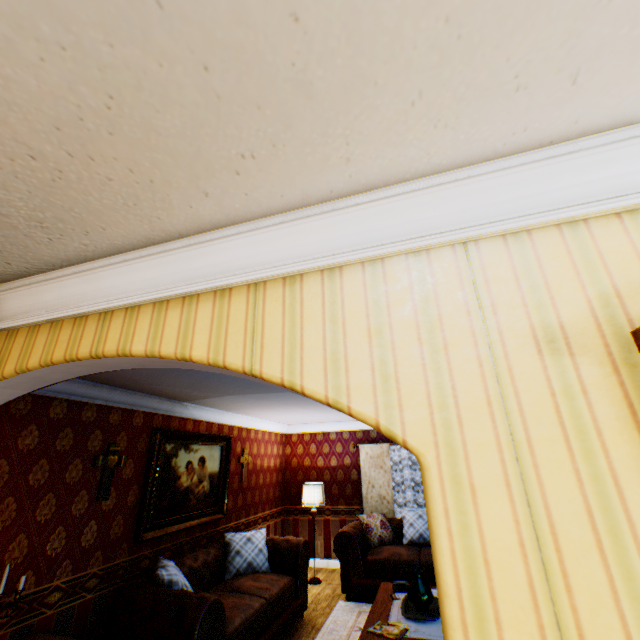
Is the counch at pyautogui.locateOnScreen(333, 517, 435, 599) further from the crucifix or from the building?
the crucifix

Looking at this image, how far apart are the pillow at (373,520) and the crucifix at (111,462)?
4.8m

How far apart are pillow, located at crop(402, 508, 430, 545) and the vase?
2.94m

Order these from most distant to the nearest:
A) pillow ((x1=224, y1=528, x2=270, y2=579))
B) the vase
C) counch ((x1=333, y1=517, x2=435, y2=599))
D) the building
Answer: counch ((x1=333, y1=517, x2=435, y2=599)) → pillow ((x1=224, y1=528, x2=270, y2=579)) → the vase → the building

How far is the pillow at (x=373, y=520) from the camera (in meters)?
6.38

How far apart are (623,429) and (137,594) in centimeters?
453cm

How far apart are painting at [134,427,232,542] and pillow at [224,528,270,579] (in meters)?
0.26

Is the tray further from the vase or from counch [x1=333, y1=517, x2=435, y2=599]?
counch [x1=333, y1=517, x2=435, y2=599]
